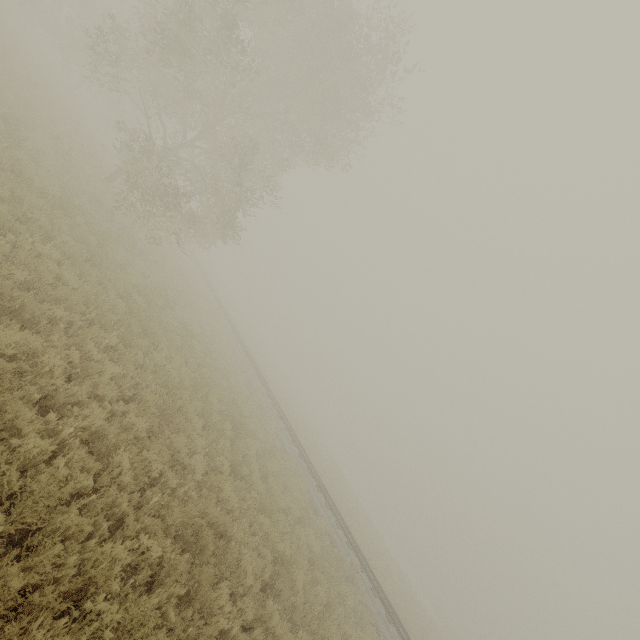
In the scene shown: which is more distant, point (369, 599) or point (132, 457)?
point (369, 599)
